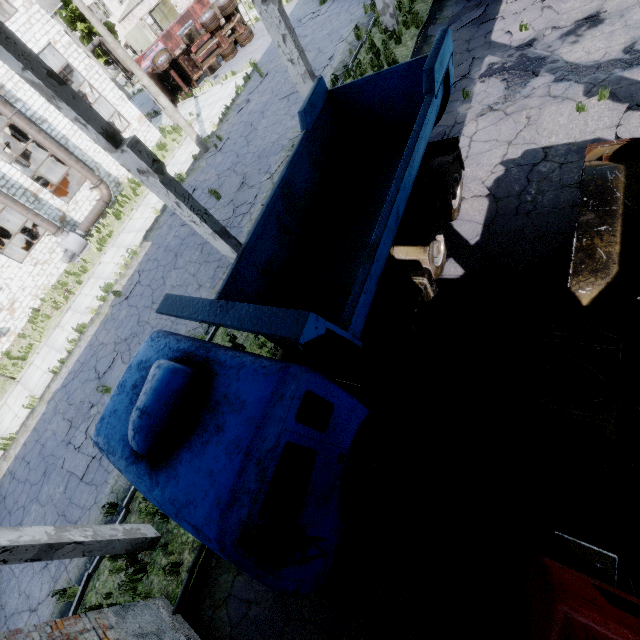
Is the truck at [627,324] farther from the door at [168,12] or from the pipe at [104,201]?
the door at [168,12]

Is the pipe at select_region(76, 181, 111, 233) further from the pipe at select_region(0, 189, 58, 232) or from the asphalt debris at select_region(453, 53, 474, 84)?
the asphalt debris at select_region(453, 53, 474, 84)

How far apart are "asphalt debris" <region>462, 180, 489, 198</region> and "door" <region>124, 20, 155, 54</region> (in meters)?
47.00

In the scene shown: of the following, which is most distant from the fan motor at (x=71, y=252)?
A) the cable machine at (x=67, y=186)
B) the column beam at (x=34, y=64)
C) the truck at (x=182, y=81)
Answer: the column beam at (x=34, y=64)

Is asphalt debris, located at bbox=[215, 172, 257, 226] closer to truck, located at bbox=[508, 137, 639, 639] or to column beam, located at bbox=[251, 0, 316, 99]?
column beam, located at bbox=[251, 0, 316, 99]

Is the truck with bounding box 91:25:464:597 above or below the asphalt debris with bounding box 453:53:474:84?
above

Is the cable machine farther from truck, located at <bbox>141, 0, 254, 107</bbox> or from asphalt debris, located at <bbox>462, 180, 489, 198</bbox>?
asphalt debris, located at <bbox>462, 180, 489, 198</bbox>

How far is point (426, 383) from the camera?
Answer: 6.12m
